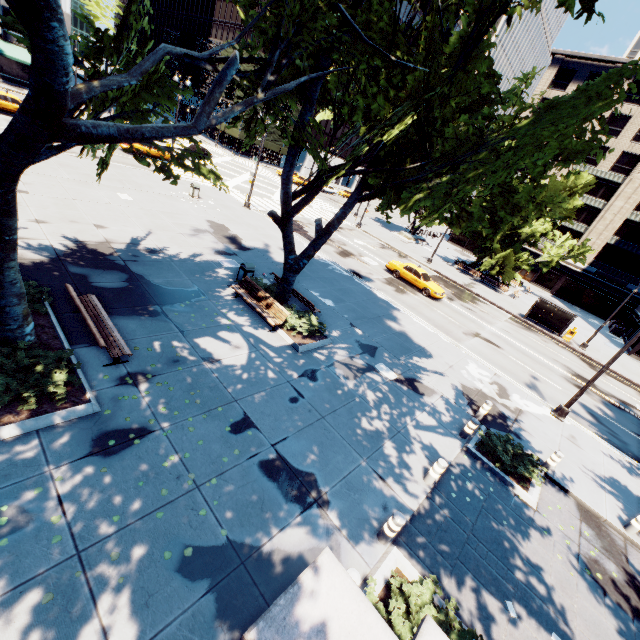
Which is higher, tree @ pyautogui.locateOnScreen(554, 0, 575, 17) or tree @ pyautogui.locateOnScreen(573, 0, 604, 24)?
tree @ pyautogui.locateOnScreen(554, 0, 575, 17)

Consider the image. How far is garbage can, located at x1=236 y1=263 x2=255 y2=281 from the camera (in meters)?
14.59

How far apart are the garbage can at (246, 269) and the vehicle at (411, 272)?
14.70m

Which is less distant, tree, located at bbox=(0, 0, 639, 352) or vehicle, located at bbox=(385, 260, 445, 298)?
tree, located at bbox=(0, 0, 639, 352)

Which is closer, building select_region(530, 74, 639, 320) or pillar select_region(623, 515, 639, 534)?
pillar select_region(623, 515, 639, 534)

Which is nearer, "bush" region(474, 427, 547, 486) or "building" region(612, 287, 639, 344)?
"bush" region(474, 427, 547, 486)

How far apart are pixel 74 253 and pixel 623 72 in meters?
17.0 m

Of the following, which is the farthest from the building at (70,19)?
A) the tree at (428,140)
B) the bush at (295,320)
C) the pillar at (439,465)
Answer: the pillar at (439,465)
